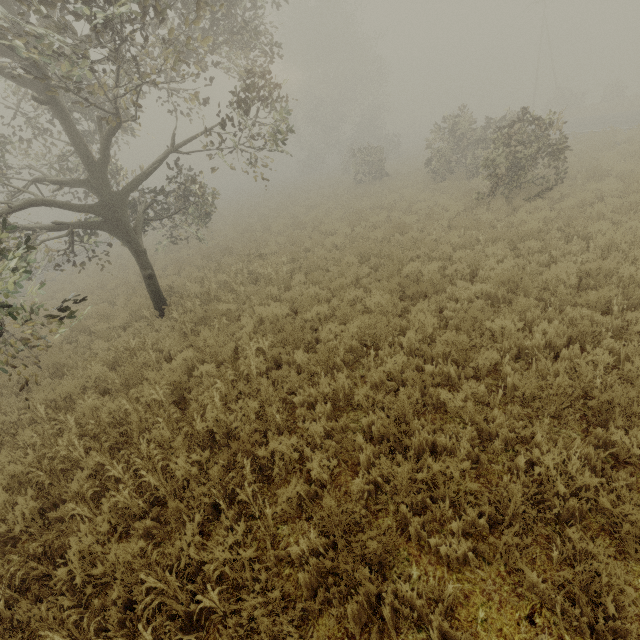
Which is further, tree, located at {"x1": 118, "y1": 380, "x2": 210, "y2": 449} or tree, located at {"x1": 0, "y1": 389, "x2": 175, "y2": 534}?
tree, located at {"x1": 118, "y1": 380, "x2": 210, "y2": 449}

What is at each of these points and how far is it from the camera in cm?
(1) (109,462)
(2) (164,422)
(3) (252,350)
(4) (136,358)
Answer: (1) tree, 450
(2) tree, 501
(3) tree, 658
(4) tree, 736

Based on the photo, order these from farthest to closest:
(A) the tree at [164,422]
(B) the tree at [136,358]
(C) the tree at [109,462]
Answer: (B) the tree at [136,358] < (A) the tree at [164,422] < (C) the tree at [109,462]

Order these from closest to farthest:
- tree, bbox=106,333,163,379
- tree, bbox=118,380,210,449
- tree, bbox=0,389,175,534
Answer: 1. tree, bbox=0,389,175,534
2. tree, bbox=118,380,210,449
3. tree, bbox=106,333,163,379

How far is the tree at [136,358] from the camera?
6.9 meters
